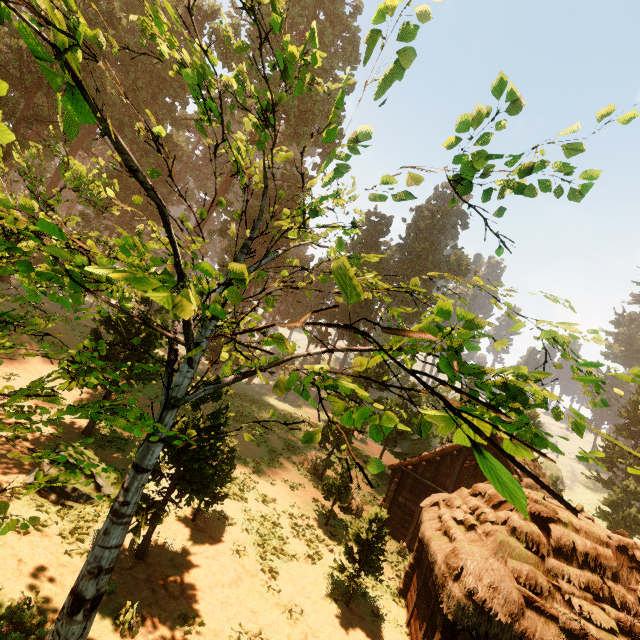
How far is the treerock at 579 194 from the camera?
4.1m

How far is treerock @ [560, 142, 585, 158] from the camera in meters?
3.8 m

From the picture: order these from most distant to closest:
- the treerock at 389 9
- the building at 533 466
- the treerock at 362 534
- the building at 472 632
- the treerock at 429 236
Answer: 1. the treerock at 429 236
2. the building at 533 466
3. the treerock at 362 534
4. the building at 472 632
5. the treerock at 389 9

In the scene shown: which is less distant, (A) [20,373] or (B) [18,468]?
(B) [18,468]
